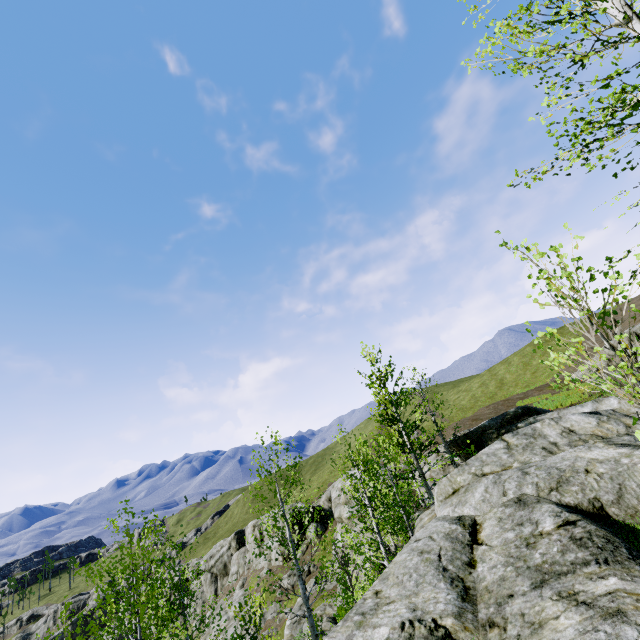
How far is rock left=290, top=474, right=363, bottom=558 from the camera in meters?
21.8 m

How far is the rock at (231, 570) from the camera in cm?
4594

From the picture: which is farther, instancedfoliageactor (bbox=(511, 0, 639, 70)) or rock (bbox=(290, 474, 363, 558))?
rock (bbox=(290, 474, 363, 558))

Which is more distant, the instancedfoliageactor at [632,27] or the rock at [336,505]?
the rock at [336,505]

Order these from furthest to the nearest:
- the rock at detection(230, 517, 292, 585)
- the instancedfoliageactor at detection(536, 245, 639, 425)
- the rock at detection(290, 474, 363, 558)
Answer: the rock at detection(230, 517, 292, 585) < the rock at detection(290, 474, 363, 558) < the instancedfoliageactor at detection(536, 245, 639, 425)

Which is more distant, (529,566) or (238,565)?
(238,565)

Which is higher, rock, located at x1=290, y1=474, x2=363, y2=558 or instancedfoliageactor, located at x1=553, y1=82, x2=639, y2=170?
instancedfoliageactor, located at x1=553, y1=82, x2=639, y2=170
